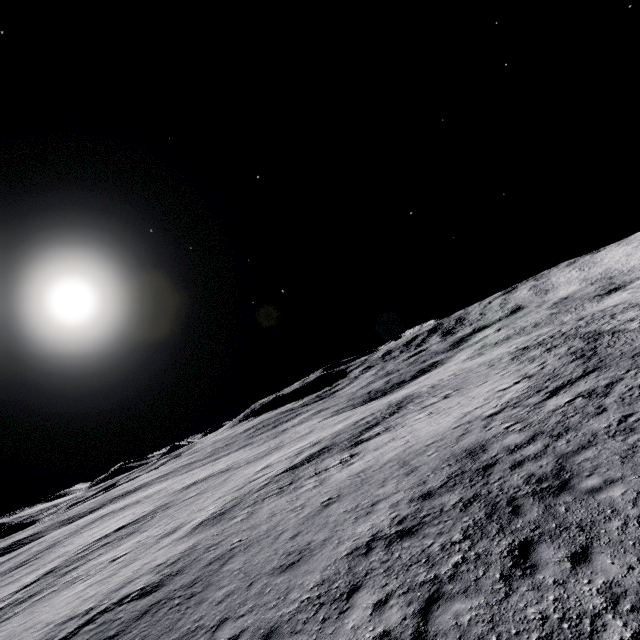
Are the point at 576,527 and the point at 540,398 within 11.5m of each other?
yes
